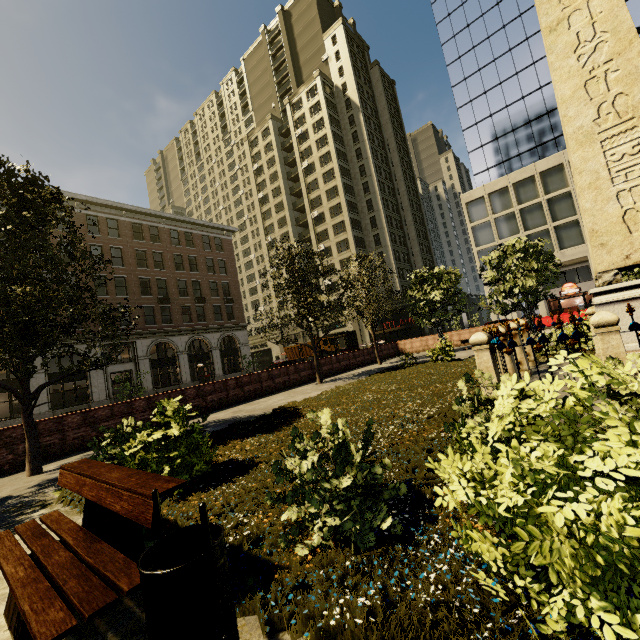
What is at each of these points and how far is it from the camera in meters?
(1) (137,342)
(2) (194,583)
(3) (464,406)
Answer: (1) building, 31.4 m
(2) dumpster, 1.5 m
(3) tree, 3.9 m

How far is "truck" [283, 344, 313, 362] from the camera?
42.9m

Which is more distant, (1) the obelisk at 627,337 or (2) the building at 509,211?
(2) the building at 509,211

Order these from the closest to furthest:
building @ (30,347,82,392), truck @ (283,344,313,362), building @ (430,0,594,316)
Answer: building @ (30,347,82,392) → building @ (430,0,594,316) → truck @ (283,344,313,362)

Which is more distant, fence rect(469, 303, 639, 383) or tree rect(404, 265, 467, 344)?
tree rect(404, 265, 467, 344)

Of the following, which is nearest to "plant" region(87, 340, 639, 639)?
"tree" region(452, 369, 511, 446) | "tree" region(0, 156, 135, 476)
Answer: "tree" region(0, 156, 135, 476)

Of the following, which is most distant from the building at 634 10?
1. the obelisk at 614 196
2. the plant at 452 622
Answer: the obelisk at 614 196

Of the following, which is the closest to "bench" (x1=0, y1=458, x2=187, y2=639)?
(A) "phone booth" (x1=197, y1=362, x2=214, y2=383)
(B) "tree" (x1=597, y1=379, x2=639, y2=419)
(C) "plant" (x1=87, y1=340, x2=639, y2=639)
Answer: (C) "plant" (x1=87, y1=340, x2=639, y2=639)
